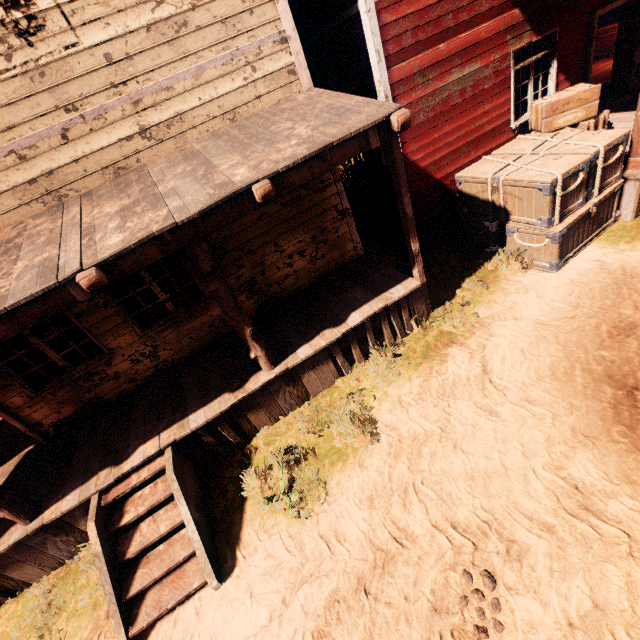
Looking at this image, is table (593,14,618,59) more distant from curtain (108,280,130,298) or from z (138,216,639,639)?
z (138,216,639,639)

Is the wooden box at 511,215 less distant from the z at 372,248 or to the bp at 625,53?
the z at 372,248

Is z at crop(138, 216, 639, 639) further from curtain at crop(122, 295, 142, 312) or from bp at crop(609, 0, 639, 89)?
bp at crop(609, 0, 639, 89)

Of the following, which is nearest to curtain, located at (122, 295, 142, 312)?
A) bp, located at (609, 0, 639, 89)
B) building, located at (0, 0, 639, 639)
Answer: building, located at (0, 0, 639, 639)

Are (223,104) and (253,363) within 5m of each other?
yes

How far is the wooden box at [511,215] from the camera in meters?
5.6

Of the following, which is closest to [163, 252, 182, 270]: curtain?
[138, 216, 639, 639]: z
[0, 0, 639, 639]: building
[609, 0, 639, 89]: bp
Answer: [0, 0, 639, 639]: building

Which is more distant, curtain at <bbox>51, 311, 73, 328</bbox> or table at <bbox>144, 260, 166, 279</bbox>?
table at <bbox>144, 260, 166, 279</bbox>
